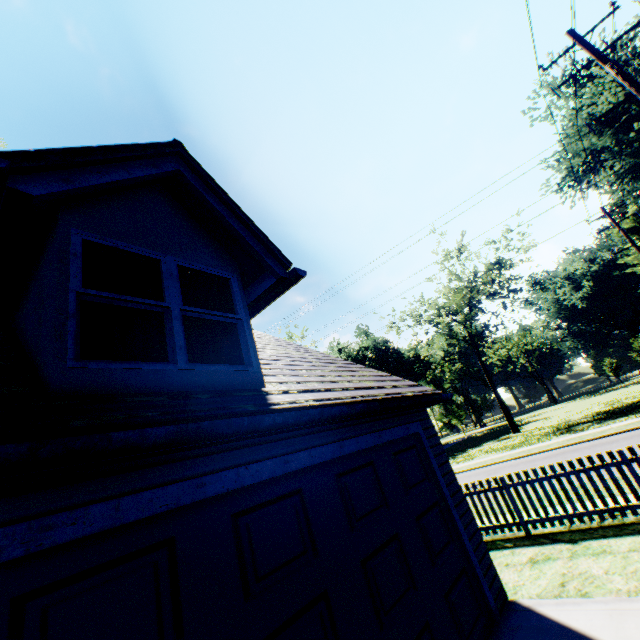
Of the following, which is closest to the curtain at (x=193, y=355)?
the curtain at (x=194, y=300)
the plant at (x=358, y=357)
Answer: the curtain at (x=194, y=300)

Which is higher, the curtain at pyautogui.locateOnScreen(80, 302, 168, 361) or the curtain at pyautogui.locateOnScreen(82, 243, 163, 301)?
the curtain at pyautogui.locateOnScreen(82, 243, 163, 301)

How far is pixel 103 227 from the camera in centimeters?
344cm

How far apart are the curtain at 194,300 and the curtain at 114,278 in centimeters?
14cm

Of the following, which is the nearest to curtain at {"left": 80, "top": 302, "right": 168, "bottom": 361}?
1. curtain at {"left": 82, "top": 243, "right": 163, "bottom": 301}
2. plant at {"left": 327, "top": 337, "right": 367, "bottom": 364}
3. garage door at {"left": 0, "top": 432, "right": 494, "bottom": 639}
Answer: curtain at {"left": 82, "top": 243, "right": 163, "bottom": 301}

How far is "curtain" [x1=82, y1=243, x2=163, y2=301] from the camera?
3.3m

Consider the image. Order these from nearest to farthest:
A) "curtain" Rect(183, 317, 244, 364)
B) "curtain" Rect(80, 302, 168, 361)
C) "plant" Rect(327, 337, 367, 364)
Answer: "curtain" Rect(80, 302, 168, 361) → "curtain" Rect(183, 317, 244, 364) → "plant" Rect(327, 337, 367, 364)

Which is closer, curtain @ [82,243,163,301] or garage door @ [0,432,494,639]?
garage door @ [0,432,494,639]
